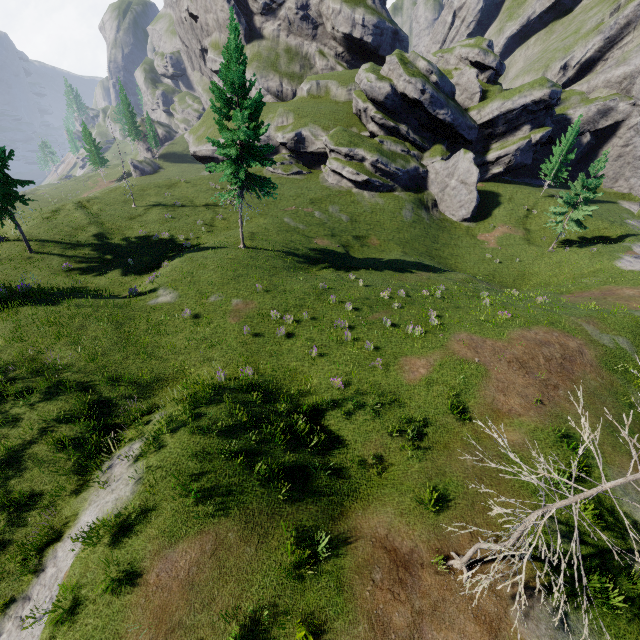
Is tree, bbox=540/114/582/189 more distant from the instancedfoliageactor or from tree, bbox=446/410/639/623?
tree, bbox=446/410/639/623

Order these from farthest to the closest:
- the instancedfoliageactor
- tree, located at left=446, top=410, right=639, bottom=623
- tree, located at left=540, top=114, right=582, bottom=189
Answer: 1. tree, located at left=540, top=114, right=582, bottom=189
2. the instancedfoliageactor
3. tree, located at left=446, top=410, right=639, bottom=623

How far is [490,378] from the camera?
15.9m

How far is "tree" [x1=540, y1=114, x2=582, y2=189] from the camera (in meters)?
41.66

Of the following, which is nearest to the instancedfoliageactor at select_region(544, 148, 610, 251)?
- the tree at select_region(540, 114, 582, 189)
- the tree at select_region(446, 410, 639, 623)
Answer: the tree at select_region(540, 114, 582, 189)

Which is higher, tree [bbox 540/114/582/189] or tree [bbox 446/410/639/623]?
tree [bbox 540/114/582/189]

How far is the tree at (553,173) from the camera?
41.7m

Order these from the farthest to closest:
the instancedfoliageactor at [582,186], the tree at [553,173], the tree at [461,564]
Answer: the tree at [553,173] → the instancedfoliageactor at [582,186] → the tree at [461,564]
